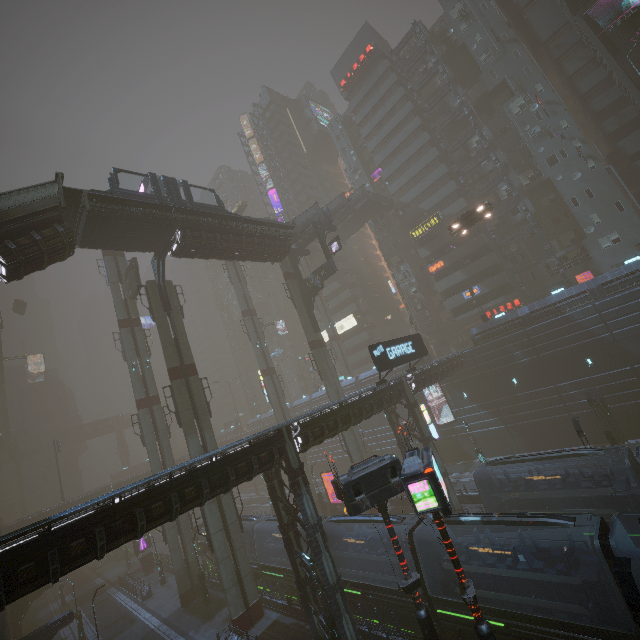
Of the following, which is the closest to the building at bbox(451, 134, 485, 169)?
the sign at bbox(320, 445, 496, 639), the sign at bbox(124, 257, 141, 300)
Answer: the sign at bbox(320, 445, 496, 639)

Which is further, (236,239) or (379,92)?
(379,92)

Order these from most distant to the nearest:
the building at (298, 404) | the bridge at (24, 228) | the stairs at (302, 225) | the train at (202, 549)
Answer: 1. the building at (298, 404)
2. the stairs at (302, 225)
3. the train at (202, 549)
4. the bridge at (24, 228)

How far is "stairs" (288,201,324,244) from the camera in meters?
33.6 m

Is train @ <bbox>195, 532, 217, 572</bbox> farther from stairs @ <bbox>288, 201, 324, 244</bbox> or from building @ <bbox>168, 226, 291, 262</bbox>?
stairs @ <bbox>288, 201, 324, 244</bbox>

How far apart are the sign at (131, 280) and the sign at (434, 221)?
38.0m

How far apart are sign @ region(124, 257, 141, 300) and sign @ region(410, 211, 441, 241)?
38.0m

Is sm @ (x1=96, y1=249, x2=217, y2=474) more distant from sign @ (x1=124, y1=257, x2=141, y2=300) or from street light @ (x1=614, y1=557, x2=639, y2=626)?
street light @ (x1=614, y1=557, x2=639, y2=626)
